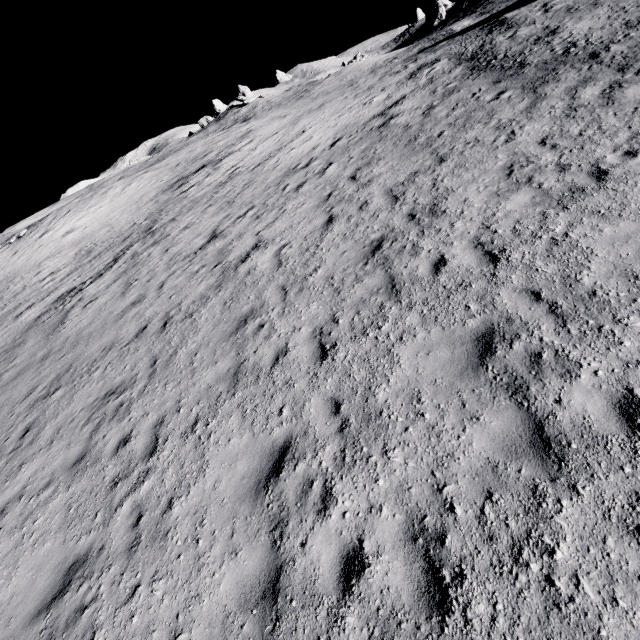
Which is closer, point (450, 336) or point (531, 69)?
point (450, 336)
